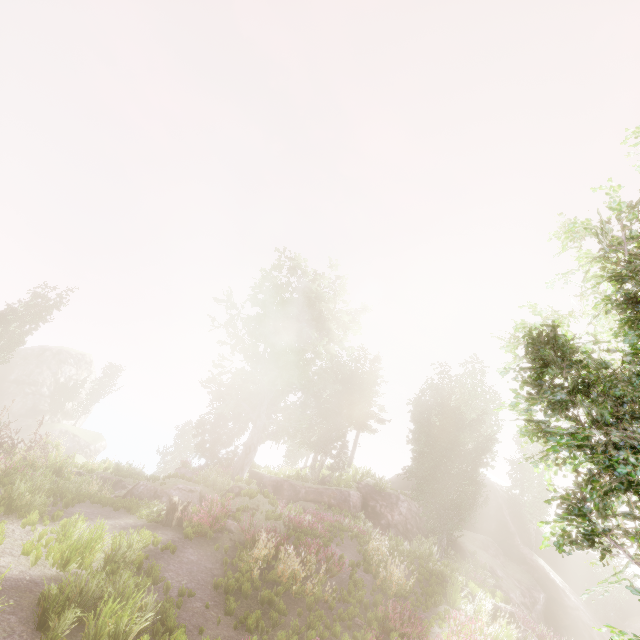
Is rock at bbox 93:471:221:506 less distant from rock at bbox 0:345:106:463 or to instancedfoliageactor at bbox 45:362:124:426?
instancedfoliageactor at bbox 45:362:124:426

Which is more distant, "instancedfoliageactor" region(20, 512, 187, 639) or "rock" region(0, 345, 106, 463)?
"rock" region(0, 345, 106, 463)

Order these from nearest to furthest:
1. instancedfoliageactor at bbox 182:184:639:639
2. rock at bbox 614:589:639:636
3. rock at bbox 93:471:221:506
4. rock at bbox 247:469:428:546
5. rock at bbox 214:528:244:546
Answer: instancedfoliageactor at bbox 182:184:639:639, rock at bbox 214:528:244:546, rock at bbox 93:471:221:506, rock at bbox 247:469:428:546, rock at bbox 614:589:639:636

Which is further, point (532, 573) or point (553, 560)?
point (553, 560)

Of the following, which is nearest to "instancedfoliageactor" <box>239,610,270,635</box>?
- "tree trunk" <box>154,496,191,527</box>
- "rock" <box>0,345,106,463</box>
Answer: "rock" <box>0,345,106,463</box>

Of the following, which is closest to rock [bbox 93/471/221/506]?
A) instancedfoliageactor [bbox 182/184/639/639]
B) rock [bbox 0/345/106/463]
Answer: instancedfoliageactor [bbox 182/184/639/639]

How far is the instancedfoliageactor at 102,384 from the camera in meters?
43.8 m

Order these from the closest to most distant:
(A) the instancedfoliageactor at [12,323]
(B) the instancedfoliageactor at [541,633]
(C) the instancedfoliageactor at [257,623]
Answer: (C) the instancedfoliageactor at [257,623], (B) the instancedfoliageactor at [541,633], (A) the instancedfoliageactor at [12,323]
